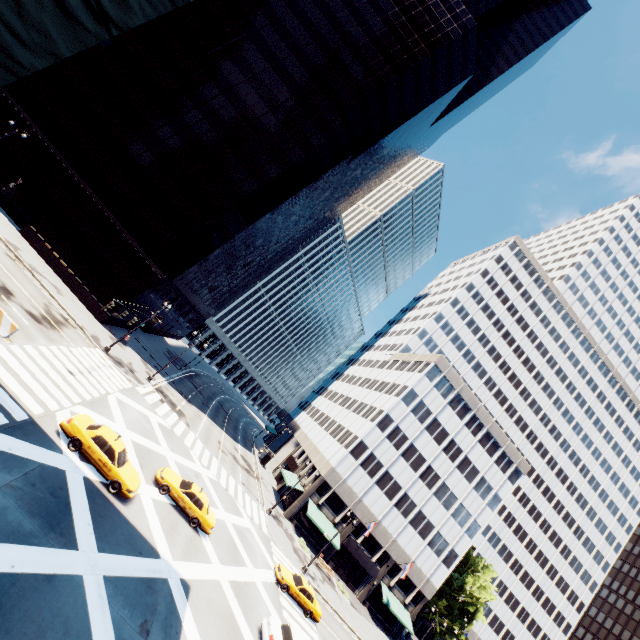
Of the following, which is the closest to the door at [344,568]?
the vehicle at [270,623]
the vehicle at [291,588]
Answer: the vehicle at [291,588]

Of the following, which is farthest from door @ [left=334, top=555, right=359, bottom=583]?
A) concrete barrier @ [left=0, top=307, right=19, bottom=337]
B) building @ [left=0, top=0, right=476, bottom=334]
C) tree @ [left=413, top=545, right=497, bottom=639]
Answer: concrete barrier @ [left=0, top=307, right=19, bottom=337]

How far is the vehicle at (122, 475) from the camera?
16.3 meters

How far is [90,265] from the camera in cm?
3553

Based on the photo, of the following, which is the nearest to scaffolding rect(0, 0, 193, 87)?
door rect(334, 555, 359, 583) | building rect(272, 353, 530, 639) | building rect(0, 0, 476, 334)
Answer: building rect(0, 0, 476, 334)

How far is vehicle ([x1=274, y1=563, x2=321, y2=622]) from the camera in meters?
25.5

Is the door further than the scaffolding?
Yes

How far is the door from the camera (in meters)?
44.44
